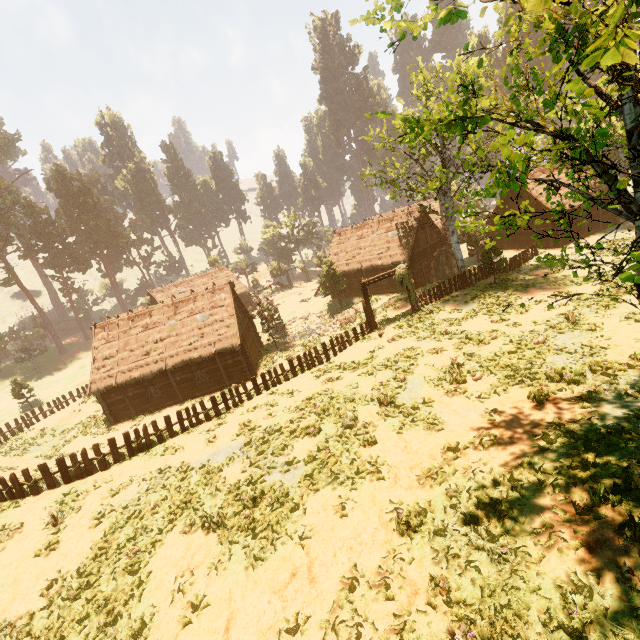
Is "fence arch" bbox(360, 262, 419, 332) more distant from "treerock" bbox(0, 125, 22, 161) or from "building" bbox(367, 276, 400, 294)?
"building" bbox(367, 276, 400, 294)

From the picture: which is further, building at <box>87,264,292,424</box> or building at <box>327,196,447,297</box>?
building at <box>327,196,447,297</box>

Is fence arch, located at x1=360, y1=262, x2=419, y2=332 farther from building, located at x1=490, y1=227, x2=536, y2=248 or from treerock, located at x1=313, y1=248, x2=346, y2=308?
building, located at x1=490, y1=227, x2=536, y2=248

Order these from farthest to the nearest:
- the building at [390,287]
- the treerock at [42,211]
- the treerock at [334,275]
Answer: the treerock at [42,211]
the treerock at [334,275]
the building at [390,287]

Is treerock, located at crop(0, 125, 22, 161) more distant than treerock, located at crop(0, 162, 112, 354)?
Yes

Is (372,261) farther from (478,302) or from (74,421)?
(74,421)

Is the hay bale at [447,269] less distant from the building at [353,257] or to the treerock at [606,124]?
the building at [353,257]

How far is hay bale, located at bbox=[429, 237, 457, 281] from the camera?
30.3 meters
